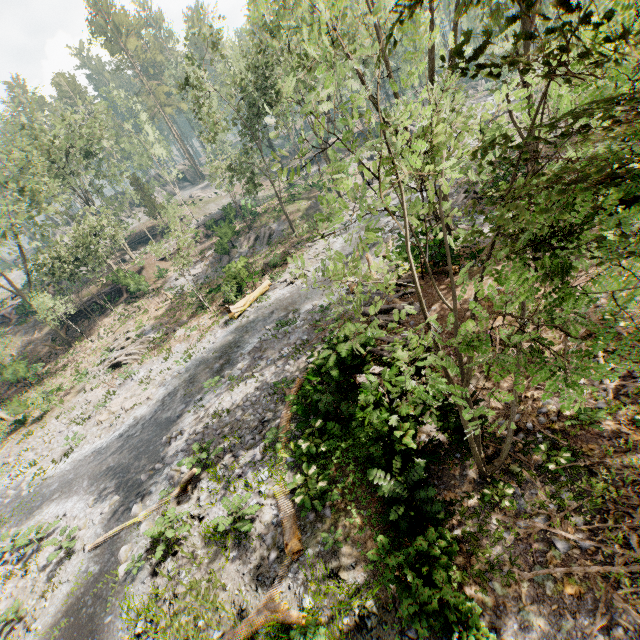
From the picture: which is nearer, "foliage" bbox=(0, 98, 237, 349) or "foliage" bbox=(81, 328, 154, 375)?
"foliage" bbox=(81, 328, 154, 375)

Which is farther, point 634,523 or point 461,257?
Result: point 461,257

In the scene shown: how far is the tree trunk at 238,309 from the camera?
22.26m

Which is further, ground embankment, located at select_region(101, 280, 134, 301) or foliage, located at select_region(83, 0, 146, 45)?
foliage, located at select_region(83, 0, 146, 45)

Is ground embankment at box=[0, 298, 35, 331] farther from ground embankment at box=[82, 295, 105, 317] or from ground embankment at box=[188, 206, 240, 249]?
ground embankment at box=[188, 206, 240, 249]

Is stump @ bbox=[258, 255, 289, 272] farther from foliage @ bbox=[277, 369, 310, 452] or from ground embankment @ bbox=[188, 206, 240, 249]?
ground embankment @ bbox=[188, 206, 240, 249]

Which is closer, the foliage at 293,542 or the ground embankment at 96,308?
the foliage at 293,542
